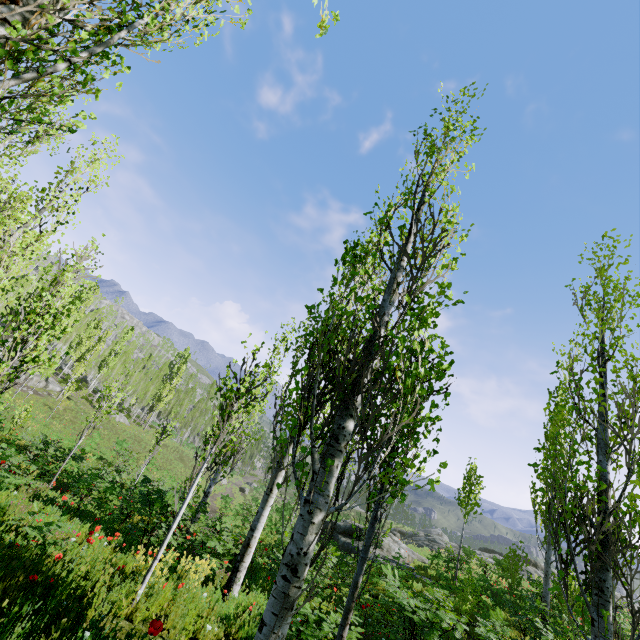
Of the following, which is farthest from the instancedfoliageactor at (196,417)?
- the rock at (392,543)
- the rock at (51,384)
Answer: the rock at (51,384)

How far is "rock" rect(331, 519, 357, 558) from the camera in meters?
19.2 m

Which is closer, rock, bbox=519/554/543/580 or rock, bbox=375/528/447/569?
rock, bbox=375/528/447/569

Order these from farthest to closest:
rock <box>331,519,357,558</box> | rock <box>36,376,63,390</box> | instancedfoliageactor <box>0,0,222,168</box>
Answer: rock <box>36,376,63,390</box>
rock <box>331,519,357,558</box>
instancedfoliageactor <box>0,0,222,168</box>

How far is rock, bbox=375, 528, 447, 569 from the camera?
19.33m

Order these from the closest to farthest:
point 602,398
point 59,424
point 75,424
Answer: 1. point 602,398
2. point 59,424
3. point 75,424

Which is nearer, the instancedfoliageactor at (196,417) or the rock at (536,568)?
the instancedfoliageactor at (196,417)

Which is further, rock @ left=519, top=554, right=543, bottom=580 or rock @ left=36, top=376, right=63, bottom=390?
rock @ left=36, top=376, right=63, bottom=390
